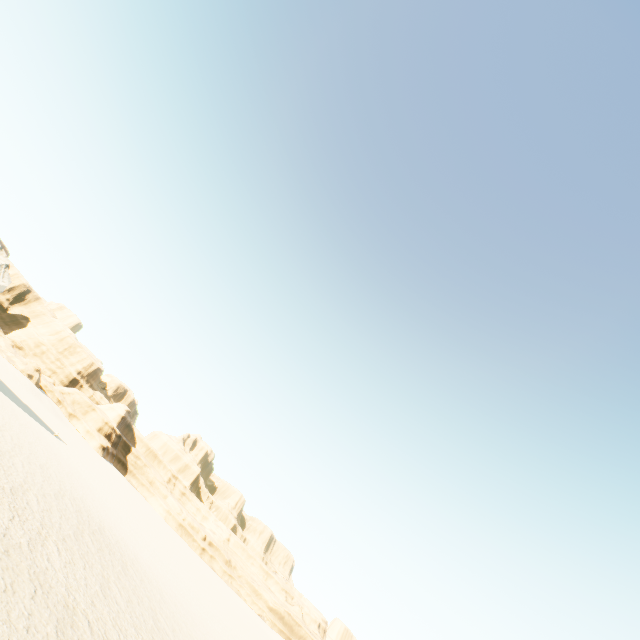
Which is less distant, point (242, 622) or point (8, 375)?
point (242, 622)
